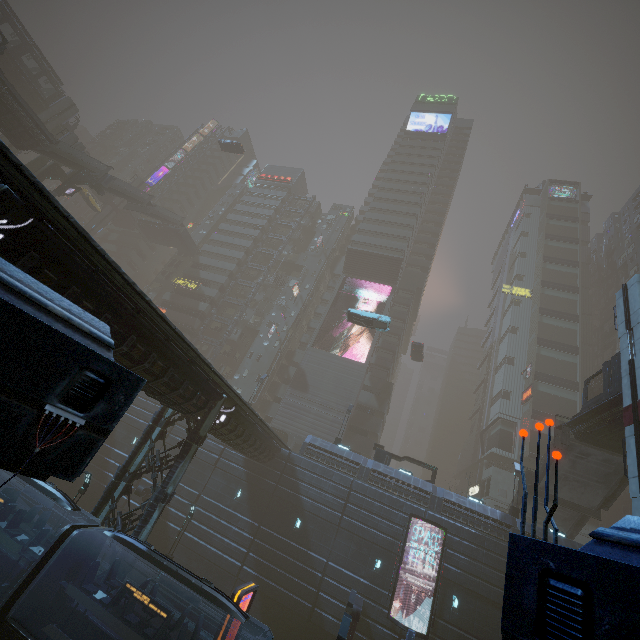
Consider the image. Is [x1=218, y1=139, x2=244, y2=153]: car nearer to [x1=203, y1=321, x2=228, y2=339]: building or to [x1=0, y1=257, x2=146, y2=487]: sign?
[x1=203, y1=321, x2=228, y2=339]: building

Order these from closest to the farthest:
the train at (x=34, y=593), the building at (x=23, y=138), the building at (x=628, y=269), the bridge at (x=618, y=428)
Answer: the train at (x=34, y=593) → the bridge at (x=618, y=428) → the building at (x=23, y=138) → the building at (x=628, y=269)

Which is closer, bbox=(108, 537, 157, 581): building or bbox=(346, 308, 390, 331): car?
bbox=(108, 537, 157, 581): building

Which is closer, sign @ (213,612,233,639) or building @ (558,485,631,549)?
sign @ (213,612,233,639)

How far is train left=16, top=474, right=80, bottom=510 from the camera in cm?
1308

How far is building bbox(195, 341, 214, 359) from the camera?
50.8m

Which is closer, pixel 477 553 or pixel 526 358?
pixel 477 553

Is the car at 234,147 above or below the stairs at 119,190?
above
